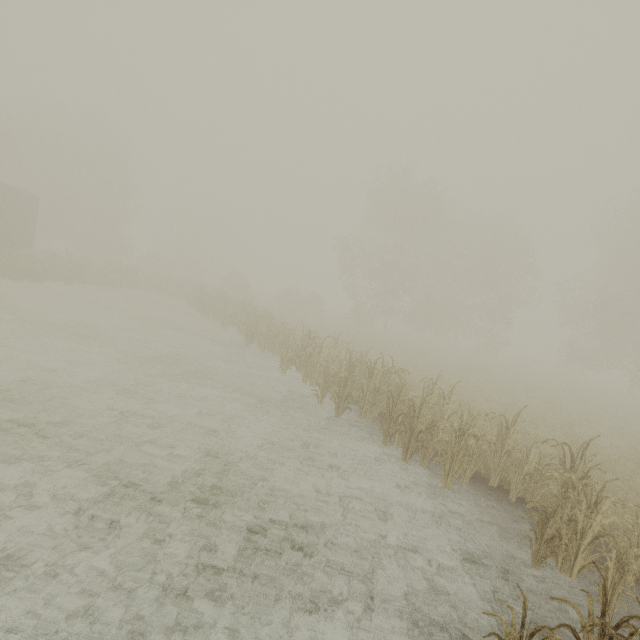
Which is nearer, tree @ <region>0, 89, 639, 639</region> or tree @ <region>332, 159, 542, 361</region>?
tree @ <region>0, 89, 639, 639</region>

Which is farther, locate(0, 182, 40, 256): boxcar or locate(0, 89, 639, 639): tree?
locate(0, 182, 40, 256): boxcar

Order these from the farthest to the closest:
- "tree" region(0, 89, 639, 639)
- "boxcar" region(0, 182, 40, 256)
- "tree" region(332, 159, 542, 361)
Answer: "tree" region(332, 159, 542, 361) < "boxcar" region(0, 182, 40, 256) < "tree" region(0, 89, 639, 639)

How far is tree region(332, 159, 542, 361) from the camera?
31.25m

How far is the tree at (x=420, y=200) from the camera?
31.25m

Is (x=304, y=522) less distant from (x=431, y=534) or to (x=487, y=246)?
(x=431, y=534)

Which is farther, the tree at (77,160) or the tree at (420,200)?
the tree at (420,200)
